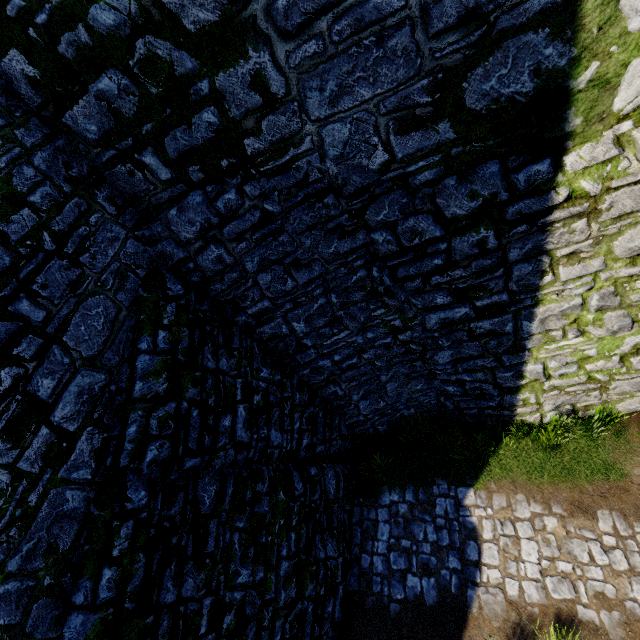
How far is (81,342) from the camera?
4.3m
